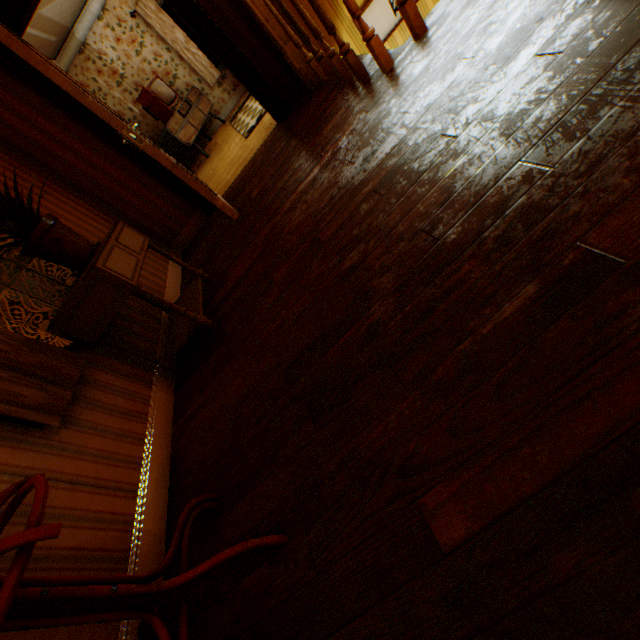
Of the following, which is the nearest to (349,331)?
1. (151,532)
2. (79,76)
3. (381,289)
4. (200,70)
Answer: (381,289)

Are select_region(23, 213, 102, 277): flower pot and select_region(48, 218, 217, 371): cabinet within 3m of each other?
yes

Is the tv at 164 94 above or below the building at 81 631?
above

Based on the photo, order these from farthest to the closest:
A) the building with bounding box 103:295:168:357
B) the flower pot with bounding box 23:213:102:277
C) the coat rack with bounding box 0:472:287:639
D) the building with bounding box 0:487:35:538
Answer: the building with bounding box 103:295:168:357 < the flower pot with bounding box 23:213:102:277 < the building with bounding box 0:487:35:538 < the coat rack with bounding box 0:472:287:639

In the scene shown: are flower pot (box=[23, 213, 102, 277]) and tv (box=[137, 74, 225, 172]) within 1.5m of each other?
no

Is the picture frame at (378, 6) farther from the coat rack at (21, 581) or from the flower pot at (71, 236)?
the coat rack at (21, 581)

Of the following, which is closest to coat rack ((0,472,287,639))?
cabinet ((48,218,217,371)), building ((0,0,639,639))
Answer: building ((0,0,639,639))

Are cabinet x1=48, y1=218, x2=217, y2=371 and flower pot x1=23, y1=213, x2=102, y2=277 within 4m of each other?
yes
